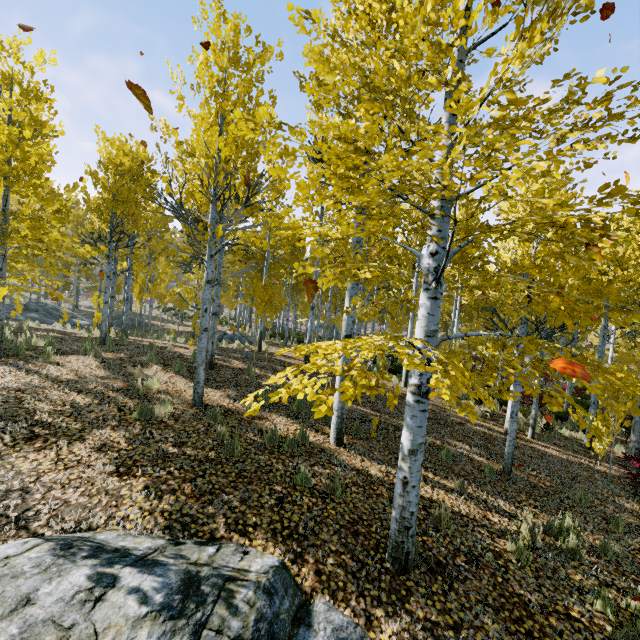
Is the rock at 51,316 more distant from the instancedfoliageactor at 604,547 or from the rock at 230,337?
the rock at 230,337

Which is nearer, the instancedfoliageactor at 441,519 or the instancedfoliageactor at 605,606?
the instancedfoliageactor at 605,606

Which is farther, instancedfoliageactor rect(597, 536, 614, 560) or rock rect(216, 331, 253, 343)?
rock rect(216, 331, 253, 343)

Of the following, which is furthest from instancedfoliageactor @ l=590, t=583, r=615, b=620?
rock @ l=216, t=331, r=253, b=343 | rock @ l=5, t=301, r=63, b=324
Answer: rock @ l=216, t=331, r=253, b=343

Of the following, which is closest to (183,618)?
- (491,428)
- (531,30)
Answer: (531,30)

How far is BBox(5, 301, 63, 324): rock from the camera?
15.9m

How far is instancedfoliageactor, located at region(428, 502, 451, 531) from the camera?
4.8m

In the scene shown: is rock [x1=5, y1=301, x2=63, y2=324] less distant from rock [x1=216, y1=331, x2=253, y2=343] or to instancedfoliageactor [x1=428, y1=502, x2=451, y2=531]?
instancedfoliageactor [x1=428, y1=502, x2=451, y2=531]
